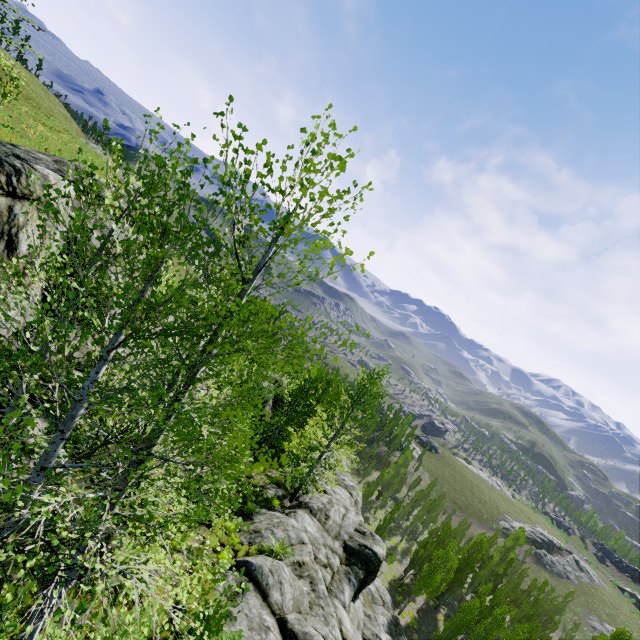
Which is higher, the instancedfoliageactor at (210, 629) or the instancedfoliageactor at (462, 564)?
the instancedfoliageactor at (210, 629)

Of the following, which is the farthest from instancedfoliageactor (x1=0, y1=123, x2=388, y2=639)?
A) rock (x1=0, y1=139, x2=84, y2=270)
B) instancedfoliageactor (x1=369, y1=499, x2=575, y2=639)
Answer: instancedfoliageactor (x1=369, y1=499, x2=575, y2=639)

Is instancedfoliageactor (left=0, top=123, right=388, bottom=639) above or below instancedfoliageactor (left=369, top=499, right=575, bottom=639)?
above

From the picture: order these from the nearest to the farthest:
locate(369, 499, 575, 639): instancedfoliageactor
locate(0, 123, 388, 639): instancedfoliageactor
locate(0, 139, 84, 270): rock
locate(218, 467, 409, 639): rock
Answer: locate(0, 123, 388, 639): instancedfoliageactor < locate(0, 139, 84, 270): rock < locate(218, 467, 409, 639): rock < locate(369, 499, 575, 639): instancedfoliageactor

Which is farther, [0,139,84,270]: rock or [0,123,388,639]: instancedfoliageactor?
[0,139,84,270]: rock

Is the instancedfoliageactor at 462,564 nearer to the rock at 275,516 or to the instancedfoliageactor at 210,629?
the rock at 275,516

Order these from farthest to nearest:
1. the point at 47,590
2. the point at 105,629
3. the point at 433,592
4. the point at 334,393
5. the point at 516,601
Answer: the point at 516,601
the point at 334,393
the point at 433,592
the point at 47,590
the point at 105,629
